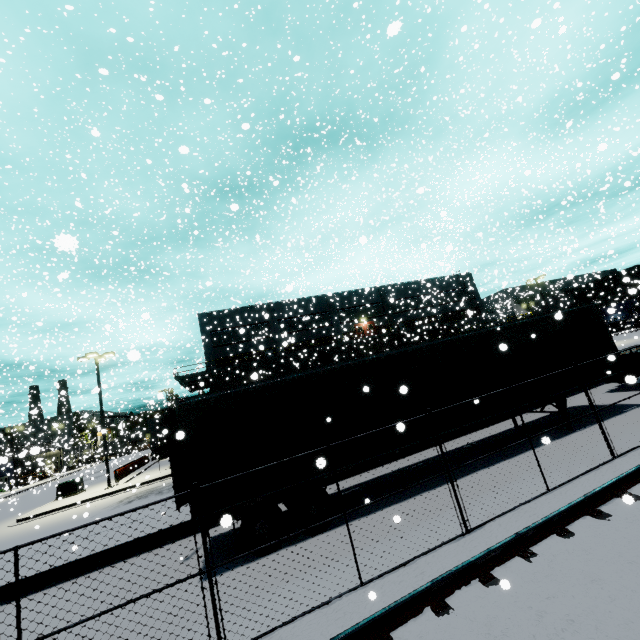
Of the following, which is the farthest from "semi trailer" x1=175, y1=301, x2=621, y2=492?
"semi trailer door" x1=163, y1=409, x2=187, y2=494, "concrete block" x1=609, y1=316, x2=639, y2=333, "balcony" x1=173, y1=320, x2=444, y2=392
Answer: "concrete block" x1=609, y1=316, x2=639, y2=333

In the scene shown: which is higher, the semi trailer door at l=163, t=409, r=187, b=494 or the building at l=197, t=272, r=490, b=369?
the building at l=197, t=272, r=490, b=369

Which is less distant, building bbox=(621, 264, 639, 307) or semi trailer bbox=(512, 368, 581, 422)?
building bbox=(621, 264, 639, 307)

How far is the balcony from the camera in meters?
Answer: 32.2

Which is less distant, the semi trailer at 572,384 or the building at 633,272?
the building at 633,272

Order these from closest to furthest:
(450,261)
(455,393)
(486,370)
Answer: (455,393) < (486,370) < (450,261)

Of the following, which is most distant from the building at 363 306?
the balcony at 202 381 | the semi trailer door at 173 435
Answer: the semi trailer door at 173 435

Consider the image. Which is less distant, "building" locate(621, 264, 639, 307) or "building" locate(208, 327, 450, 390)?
"building" locate(621, 264, 639, 307)
